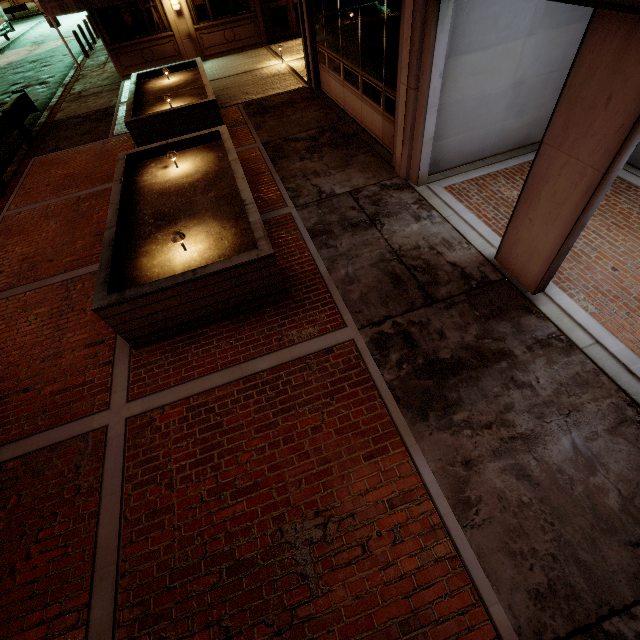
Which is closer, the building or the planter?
the building

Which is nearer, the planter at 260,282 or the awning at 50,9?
the planter at 260,282

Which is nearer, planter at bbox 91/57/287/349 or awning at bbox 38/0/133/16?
planter at bbox 91/57/287/349

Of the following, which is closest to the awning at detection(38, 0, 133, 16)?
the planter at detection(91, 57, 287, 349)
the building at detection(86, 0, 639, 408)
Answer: the building at detection(86, 0, 639, 408)

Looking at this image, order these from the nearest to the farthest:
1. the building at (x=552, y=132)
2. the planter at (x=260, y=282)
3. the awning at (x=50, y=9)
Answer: the building at (x=552, y=132), the planter at (x=260, y=282), the awning at (x=50, y=9)

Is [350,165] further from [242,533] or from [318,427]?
[242,533]

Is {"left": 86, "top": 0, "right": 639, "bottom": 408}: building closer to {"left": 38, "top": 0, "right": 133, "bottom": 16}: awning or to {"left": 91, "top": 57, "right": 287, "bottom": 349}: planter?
{"left": 91, "top": 57, "right": 287, "bottom": 349}: planter

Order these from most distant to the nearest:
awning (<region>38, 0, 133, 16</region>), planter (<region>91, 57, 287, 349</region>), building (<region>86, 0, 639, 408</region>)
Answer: awning (<region>38, 0, 133, 16</region>)
planter (<region>91, 57, 287, 349</region>)
building (<region>86, 0, 639, 408</region>)
